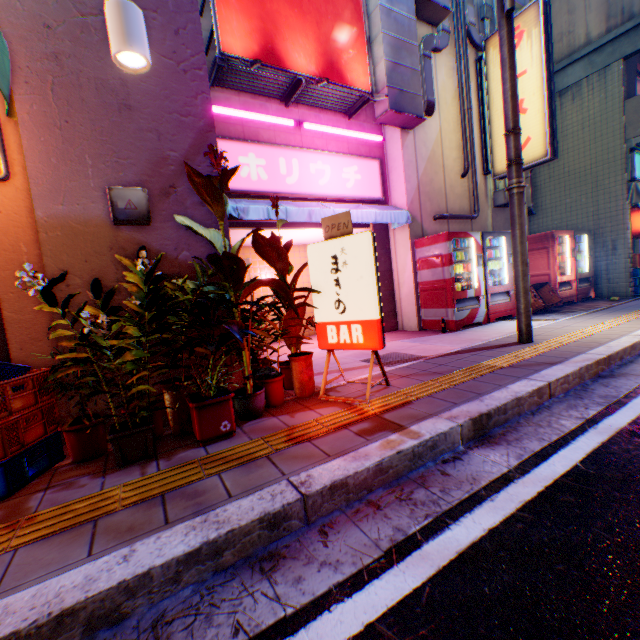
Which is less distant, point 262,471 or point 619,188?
point 262,471

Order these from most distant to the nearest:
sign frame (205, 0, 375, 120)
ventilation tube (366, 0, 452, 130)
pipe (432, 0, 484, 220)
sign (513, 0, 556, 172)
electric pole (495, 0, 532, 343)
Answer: pipe (432, 0, 484, 220)
sign (513, 0, 556, 172)
ventilation tube (366, 0, 452, 130)
sign frame (205, 0, 375, 120)
electric pole (495, 0, 532, 343)

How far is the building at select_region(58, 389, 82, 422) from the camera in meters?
2.8

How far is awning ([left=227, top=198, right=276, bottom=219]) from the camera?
5.22m

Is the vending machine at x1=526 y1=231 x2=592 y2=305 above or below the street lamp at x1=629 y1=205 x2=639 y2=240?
below

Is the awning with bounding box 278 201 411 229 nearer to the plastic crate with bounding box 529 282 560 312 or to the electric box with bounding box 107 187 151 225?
the electric box with bounding box 107 187 151 225

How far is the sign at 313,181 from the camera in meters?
5.8 m

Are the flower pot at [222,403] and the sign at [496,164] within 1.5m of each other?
no
